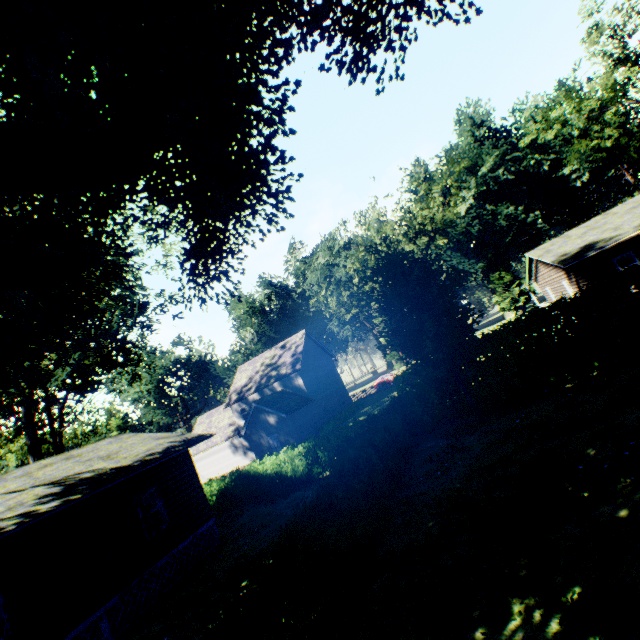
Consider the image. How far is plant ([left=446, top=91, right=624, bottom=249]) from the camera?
54.09m

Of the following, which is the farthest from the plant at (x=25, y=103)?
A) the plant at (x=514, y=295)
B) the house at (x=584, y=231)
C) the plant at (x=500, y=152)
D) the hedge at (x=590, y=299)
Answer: the plant at (x=514, y=295)

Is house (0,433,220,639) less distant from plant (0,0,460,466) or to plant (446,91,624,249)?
plant (0,0,460,466)

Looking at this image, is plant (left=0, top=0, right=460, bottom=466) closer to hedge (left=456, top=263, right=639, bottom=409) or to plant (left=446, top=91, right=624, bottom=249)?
hedge (left=456, top=263, right=639, bottom=409)

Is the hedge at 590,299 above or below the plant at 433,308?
below

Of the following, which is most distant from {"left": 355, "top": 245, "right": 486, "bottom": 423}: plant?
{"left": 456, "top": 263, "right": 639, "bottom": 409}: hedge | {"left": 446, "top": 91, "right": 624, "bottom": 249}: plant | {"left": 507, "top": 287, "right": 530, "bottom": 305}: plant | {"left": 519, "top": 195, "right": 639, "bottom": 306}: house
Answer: {"left": 507, "top": 287, "right": 530, "bottom": 305}: plant

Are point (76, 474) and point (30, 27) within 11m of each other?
no

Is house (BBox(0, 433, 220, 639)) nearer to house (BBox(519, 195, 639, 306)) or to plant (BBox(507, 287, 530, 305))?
house (BBox(519, 195, 639, 306))
